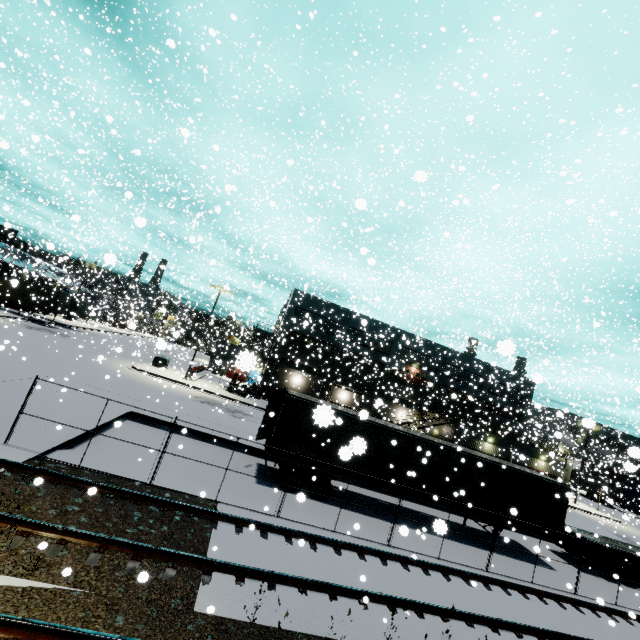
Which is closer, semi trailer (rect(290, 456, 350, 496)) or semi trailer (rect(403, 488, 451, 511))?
semi trailer (rect(290, 456, 350, 496))

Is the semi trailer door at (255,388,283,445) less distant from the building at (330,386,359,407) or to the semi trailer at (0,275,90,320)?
the semi trailer at (0,275,90,320)

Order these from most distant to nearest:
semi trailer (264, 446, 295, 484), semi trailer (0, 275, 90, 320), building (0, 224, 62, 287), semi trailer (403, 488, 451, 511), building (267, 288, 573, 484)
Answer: building (267, 288, 573, 484) < semi trailer (0, 275, 90, 320) < building (0, 224, 62, 287) < semi trailer (403, 488, 451, 511) < semi trailer (264, 446, 295, 484)

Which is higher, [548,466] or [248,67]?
[248,67]

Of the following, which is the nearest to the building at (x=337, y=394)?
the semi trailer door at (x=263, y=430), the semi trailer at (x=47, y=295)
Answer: the semi trailer at (x=47, y=295)

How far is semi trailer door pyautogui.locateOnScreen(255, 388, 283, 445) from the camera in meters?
14.9

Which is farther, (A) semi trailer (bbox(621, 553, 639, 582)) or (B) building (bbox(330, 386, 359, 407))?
(B) building (bbox(330, 386, 359, 407))
